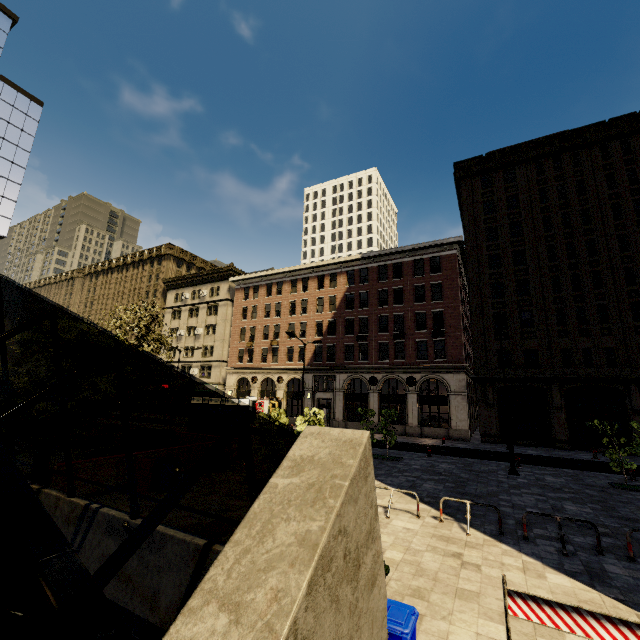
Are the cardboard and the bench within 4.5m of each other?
no

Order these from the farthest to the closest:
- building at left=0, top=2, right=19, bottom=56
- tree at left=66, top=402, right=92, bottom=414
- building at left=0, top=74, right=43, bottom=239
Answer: building at left=0, top=2, right=19, bottom=56
building at left=0, top=74, right=43, bottom=239
tree at left=66, top=402, right=92, bottom=414

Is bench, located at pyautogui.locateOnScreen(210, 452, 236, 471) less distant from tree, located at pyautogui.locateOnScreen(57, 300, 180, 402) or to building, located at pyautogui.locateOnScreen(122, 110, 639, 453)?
tree, located at pyautogui.locateOnScreen(57, 300, 180, 402)

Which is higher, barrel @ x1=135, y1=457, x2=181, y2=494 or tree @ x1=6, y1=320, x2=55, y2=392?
tree @ x1=6, y1=320, x2=55, y2=392

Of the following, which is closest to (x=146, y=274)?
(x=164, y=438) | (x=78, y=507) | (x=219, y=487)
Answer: (x=164, y=438)

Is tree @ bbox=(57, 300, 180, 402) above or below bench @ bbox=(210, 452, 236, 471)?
above

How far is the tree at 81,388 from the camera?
10.4 meters

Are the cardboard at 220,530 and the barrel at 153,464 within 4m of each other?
yes
